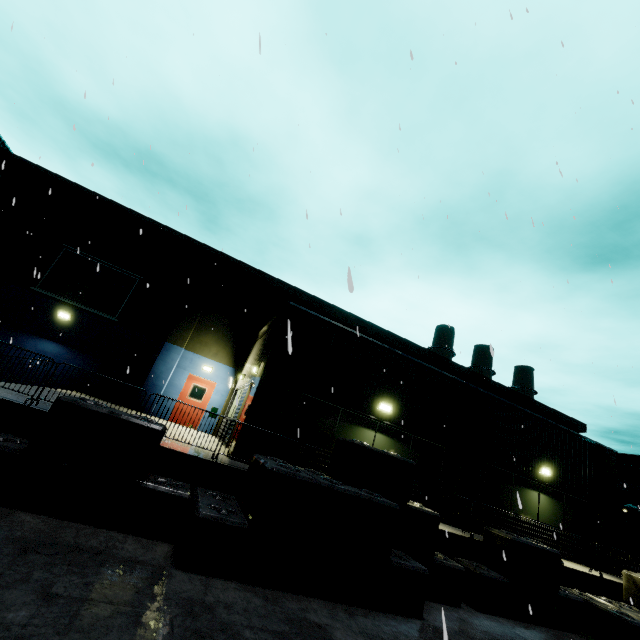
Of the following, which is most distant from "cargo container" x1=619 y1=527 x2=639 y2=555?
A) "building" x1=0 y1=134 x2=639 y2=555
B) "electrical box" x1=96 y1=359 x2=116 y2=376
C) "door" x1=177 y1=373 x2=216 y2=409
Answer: "electrical box" x1=96 y1=359 x2=116 y2=376

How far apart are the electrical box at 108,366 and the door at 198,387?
3.3m

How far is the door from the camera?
16.4 meters

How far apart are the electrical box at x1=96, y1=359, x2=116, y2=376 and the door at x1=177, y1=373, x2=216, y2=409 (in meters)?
3.28

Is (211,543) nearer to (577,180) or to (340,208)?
(340,208)

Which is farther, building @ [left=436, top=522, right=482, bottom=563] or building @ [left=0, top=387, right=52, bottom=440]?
building @ [left=436, top=522, right=482, bottom=563]

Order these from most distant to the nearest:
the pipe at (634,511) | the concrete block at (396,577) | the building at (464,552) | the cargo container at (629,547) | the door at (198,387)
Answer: the pipe at (634,511), the cargo container at (629,547), the door at (198,387), the building at (464,552), the concrete block at (396,577)

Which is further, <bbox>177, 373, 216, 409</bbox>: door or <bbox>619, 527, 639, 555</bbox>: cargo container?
<bbox>619, 527, 639, 555</bbox>: cargo container
